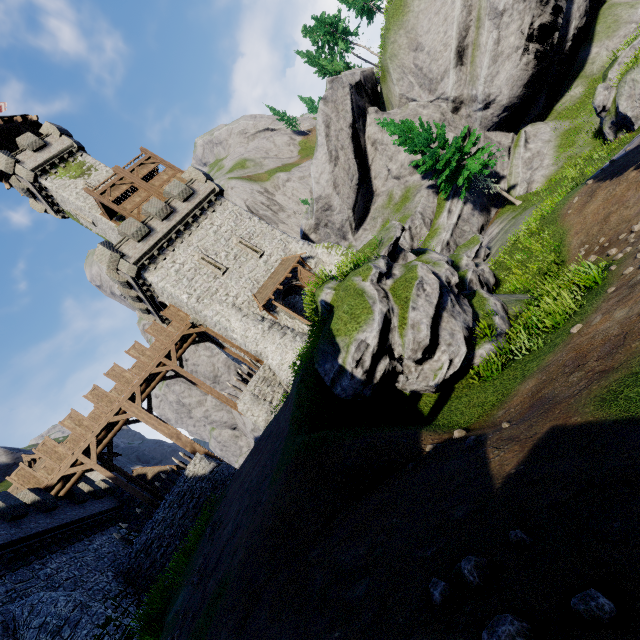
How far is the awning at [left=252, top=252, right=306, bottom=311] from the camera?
24.4m

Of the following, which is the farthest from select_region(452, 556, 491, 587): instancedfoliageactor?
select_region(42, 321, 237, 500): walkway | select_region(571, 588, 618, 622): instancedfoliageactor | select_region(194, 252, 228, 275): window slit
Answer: select_region(42, 321, 237, 500): walkway

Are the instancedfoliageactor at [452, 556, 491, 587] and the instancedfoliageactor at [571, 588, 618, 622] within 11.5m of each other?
yes

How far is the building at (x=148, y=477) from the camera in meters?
30.3 m

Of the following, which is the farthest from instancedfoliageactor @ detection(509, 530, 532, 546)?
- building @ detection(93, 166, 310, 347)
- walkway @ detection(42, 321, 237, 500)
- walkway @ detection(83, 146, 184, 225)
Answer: walkway @ detection(83, 146, 184, 225)

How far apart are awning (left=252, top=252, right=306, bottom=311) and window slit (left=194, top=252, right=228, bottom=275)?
2.7 meters

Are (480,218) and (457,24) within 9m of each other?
no

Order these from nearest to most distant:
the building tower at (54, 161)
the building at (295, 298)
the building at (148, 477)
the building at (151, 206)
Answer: the building at (151, 206) → the building at (295, 298) → the building tower at (54, 161) → the building at (148, 477)
